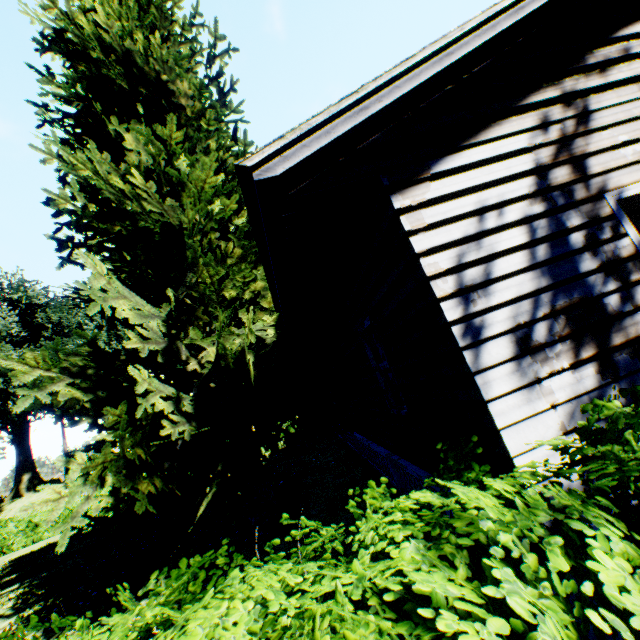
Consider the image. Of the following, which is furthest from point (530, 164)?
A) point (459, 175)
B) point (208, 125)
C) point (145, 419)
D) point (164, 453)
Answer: point (208, 125)

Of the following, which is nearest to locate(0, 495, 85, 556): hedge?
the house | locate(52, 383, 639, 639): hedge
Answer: locate(52, 383, 639, 639): hedge

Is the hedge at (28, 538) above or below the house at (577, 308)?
below

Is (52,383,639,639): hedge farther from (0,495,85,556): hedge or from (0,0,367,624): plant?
(0,0,367,624): plant

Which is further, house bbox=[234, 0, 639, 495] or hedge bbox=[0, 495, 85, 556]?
hedge bbox=[0, 495, 85, 556]

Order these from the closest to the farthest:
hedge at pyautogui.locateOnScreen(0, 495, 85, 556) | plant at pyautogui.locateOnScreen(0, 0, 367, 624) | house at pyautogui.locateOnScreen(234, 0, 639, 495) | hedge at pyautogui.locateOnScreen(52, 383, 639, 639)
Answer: hedge at pyautogui.locateOnScreen(52, 383, 639, 639) → house at pyautogui.locateOnScreen(234, 0, 639, 495) → plant at pyautogui.locateOnScreen(0, 0, 367, 624) → hedge at pyautogui.locateOnScreen(0, 495, 85, 556)

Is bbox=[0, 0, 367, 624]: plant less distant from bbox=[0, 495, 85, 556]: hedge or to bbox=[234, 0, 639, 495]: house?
bbox=[234, 0, 639, 495]: house

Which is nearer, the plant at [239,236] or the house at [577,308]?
the house at [577,308]
